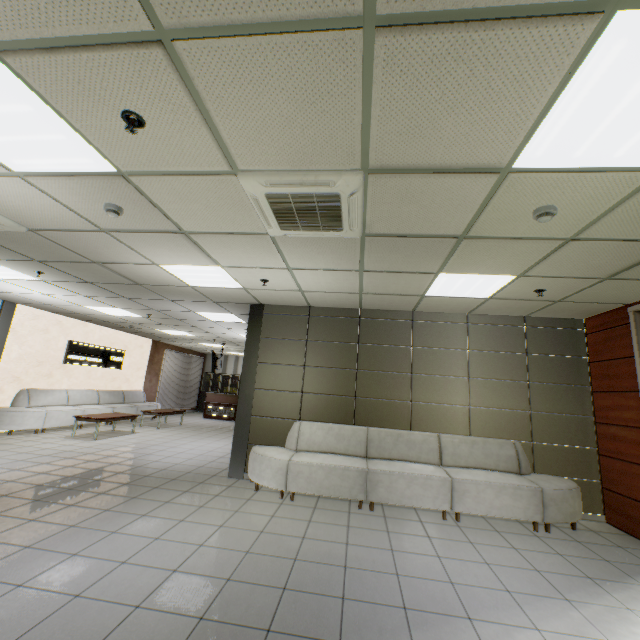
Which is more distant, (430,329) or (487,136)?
(430,329)

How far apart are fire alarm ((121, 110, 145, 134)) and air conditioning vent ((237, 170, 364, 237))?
0.7 meters

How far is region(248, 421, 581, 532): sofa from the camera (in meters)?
4.52

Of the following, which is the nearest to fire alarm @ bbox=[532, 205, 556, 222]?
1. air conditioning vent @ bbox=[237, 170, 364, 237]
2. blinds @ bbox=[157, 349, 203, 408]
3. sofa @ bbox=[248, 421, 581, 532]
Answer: air conditioning vent @ bbox=[237, 170, 364, 237]

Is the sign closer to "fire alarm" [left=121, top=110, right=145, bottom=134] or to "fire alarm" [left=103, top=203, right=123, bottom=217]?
"fire alarm" [left=103, top=203, right=123, bottom=217]

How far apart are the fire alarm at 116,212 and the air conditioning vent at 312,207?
1.4 meters

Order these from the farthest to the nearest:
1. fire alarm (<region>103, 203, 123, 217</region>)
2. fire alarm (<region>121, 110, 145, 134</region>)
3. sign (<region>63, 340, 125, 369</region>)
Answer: sign (<region>63, 340, 125, 369</region>)
fire alarm (<region>103, 203, 123, 217</region>)
fire alarm (<region>121, 110, 145, 134</region>)

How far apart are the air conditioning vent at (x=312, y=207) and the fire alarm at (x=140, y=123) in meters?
0.7 m
